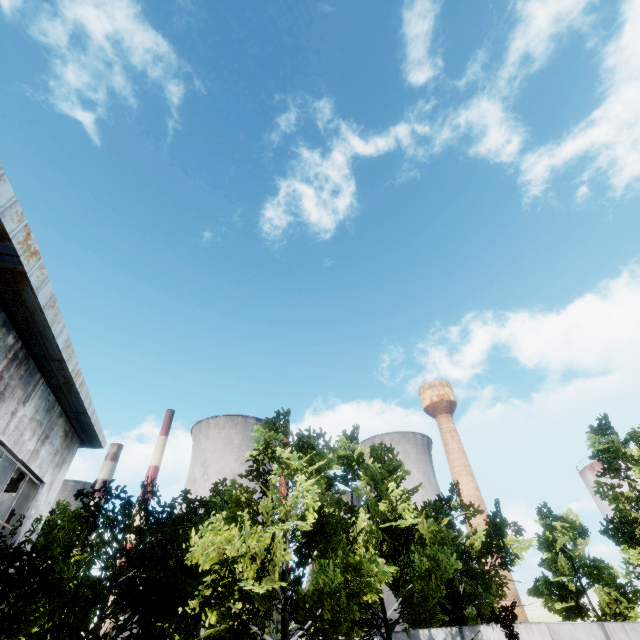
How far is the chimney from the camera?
55.1m

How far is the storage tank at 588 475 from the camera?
37.68m

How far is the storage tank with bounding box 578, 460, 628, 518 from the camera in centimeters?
3768cm

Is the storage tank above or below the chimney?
below

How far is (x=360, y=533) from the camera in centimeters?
1201cm

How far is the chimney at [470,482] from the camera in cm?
5512

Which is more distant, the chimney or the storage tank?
the chimney
